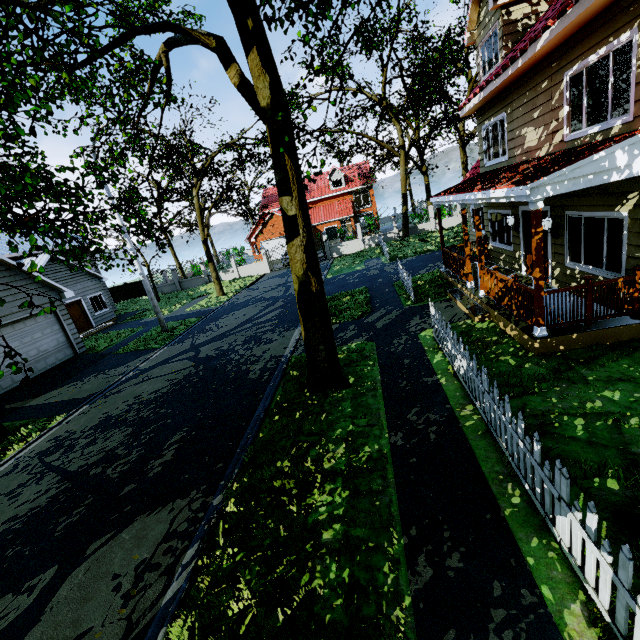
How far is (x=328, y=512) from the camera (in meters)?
4.57

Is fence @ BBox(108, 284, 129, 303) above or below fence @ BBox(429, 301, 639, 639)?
above

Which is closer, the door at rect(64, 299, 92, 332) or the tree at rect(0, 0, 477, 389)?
the tree at rect(0, 0, 477, 389)

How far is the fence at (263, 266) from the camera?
31.8 meters

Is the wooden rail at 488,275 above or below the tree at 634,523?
above

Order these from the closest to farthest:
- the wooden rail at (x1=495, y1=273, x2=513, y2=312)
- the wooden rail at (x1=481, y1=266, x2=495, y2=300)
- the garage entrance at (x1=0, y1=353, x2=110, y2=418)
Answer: the wooden rail at (x1=495, y1=273, x2=513, y2=312), the wooden rail at (x1=481, y1=266, x2=495, y2=300), the garage entrance at (x1=0, y1=353, x2=110, y2=418)

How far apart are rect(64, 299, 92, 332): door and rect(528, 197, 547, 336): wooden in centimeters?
2528cm

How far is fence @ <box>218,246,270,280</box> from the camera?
31.8m
